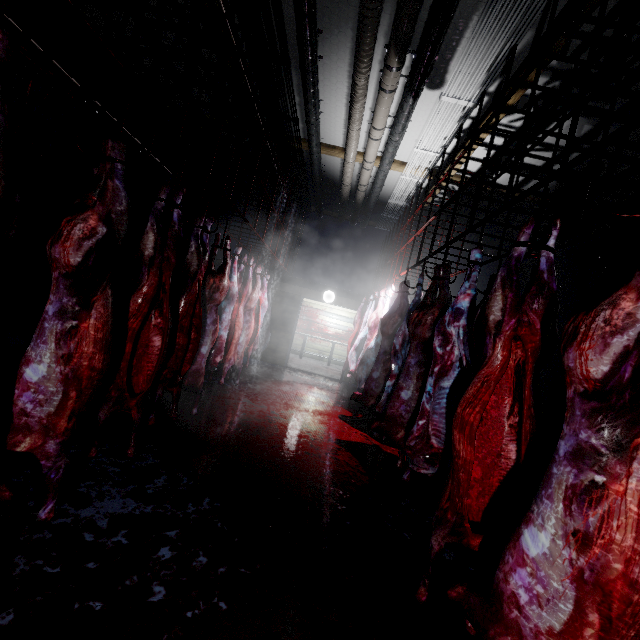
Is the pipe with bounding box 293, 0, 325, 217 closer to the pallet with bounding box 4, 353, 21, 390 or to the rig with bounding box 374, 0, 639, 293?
the rig with bounding box 374, 0, 639, 293

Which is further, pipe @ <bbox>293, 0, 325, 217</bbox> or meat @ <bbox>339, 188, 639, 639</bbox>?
pipe @ <bbox>293, 0, 325, 217</bbox>

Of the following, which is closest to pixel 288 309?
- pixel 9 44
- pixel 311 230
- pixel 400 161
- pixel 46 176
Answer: pixel 311 230

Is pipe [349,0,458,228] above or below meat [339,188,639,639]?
above

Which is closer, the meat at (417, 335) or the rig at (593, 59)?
the meat at (417, 335)

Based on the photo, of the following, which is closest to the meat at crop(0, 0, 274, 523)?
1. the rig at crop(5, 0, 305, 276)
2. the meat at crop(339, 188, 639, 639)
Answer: the rig at crop(5, 0, 305, 276)

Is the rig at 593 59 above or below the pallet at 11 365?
above

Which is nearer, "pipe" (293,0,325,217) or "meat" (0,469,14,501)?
"meat" (0,469,14,501)
